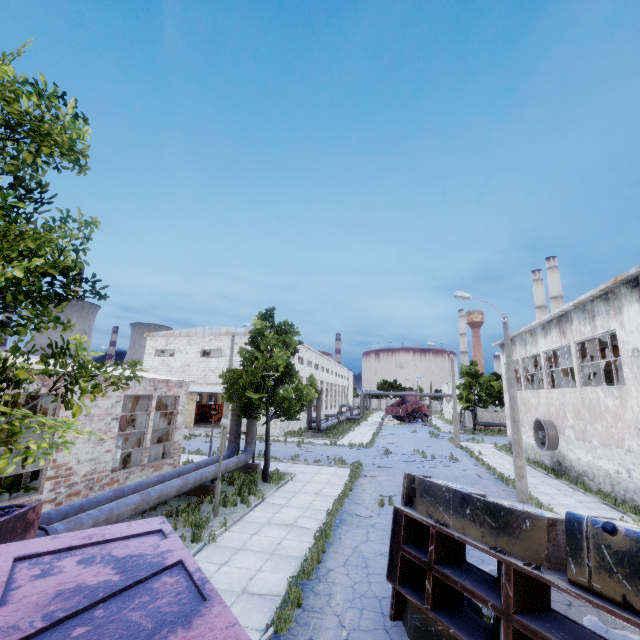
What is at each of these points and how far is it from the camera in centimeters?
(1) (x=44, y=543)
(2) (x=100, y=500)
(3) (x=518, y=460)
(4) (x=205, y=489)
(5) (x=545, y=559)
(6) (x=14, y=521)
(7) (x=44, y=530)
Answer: (1) truck dump body, 289cm
(2) pipe, 975cm
(3) lamp post, 1512cm
(4) pipe holder, 1402cm
(5) truck, 477cm
(6) truck dump back, 359cm
(7) pipe valve, 733cm

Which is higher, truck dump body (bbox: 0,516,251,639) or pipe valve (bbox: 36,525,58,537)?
truck dump body (bbox: 0,516,251,639)

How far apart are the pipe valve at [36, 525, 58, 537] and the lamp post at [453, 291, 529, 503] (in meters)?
17.24

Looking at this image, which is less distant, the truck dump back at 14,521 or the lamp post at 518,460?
the truck dump back at 14,521

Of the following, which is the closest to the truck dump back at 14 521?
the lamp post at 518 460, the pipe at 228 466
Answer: the pipe at 228 466

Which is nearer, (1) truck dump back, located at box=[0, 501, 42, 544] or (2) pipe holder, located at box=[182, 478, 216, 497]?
(1) truck dump back, located at box=[0, 501, 42, 544]

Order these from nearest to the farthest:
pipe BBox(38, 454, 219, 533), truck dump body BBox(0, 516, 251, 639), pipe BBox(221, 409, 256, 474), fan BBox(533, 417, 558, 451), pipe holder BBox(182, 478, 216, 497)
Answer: truck dump body BBox(0, 516, 251, 639)
pipe BBox(38, 454, 219, 533)
pipe holder BBox(182, 478, 216, 497)
pipe BBox(221, 409, 256, 474)
fan BBox(533, 417, 558, 451)

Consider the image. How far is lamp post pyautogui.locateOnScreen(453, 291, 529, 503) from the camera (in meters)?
14.87
